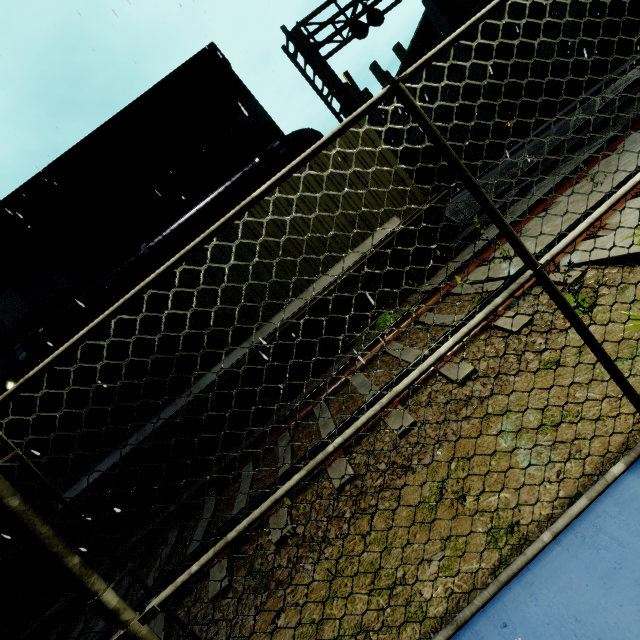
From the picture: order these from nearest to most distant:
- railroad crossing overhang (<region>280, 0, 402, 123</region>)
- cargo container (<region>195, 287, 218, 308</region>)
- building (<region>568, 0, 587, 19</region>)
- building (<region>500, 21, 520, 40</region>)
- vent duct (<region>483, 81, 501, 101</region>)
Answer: cargo container (<region>195, 287, 218, 308</region>)
railroad crossing overhang (<region>280, 0, 402, 123</region>)
building (<region>568, 0, 587, 19</region>)
building (<region>500, 21, 520, 40</region>)
vent duct (<region>483, 81, 501, 101</region>)

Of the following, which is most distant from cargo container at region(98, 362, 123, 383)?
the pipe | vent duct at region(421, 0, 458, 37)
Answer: vent duct at region(421, 0, 458, 37)

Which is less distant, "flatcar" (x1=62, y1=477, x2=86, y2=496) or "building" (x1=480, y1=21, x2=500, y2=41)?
"flatcar" (x1=62, y1=477, x2=86, y2=496)

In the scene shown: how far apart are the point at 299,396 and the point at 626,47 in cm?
3110

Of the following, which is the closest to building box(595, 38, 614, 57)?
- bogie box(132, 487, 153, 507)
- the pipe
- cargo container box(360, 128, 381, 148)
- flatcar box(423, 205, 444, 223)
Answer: the pipe

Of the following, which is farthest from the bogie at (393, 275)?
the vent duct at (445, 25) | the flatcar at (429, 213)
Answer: → the vent duct at (445, 25)

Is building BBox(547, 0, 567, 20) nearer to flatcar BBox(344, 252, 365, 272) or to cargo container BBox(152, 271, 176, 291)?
cargo container BBox(152, 271, 176, 291)

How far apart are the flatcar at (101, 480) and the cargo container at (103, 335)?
0.0 meters
